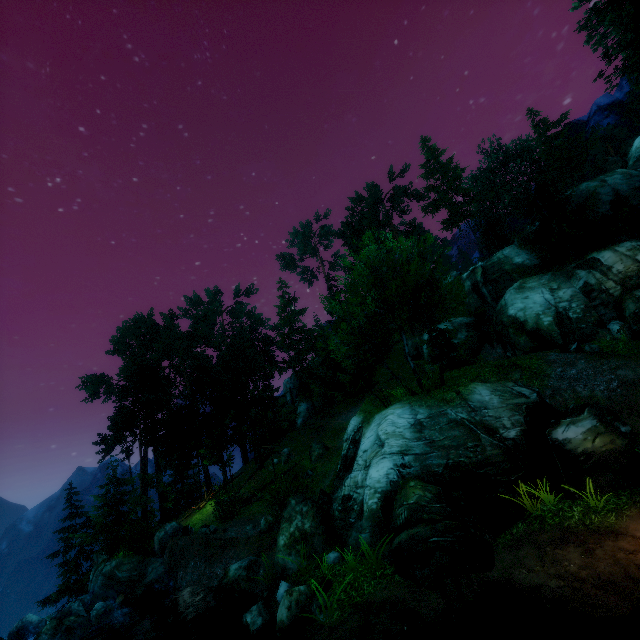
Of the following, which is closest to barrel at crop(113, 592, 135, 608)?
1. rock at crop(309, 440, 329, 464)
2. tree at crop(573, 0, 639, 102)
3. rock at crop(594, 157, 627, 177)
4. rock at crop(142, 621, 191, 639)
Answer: rock at crop(142, 621, 191, 639)

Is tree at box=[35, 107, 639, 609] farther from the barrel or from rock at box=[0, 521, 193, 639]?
the barrel

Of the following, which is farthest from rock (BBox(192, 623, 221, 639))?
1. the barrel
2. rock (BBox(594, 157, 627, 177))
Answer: rock (BBox(594, 157, 627, 177))

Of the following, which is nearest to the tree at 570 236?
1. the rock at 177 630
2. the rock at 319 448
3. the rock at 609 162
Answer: the rock at 319 448

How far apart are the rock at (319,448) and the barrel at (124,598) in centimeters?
1361cm

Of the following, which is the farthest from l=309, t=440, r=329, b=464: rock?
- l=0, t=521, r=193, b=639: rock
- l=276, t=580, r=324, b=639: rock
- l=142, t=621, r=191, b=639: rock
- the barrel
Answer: l=276, t=580, r=324, b=639: rock

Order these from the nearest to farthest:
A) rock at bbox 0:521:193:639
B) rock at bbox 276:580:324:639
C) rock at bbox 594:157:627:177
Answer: rock at bbox 276:580:324:639
rock at bbox 0:521:193:639
rock at bbox 594:157:627:177

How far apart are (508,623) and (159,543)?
21.3m
